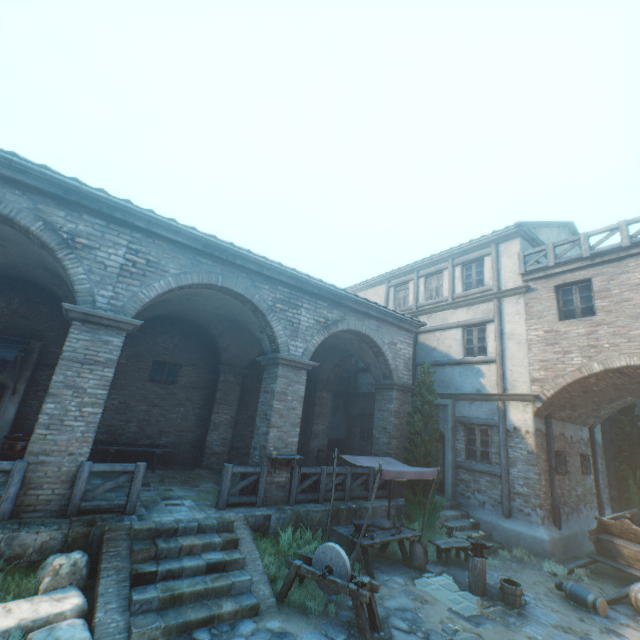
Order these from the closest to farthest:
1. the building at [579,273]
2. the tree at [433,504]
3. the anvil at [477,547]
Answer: the anvil at [477,547] < the building at [579,273] < the tree at [433,504]

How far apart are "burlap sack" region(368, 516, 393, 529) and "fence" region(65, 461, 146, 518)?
5.72m

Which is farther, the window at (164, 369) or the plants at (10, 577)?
the window at (164, 369)

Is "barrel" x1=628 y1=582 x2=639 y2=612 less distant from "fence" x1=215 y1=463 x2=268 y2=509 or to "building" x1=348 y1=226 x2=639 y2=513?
"building" x1=348 y1=226 x2=639 y2=513

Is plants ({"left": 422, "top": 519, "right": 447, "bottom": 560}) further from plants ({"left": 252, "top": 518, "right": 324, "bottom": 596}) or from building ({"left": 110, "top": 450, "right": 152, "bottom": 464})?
building ({"left": 110, "top": 450, "right": 152, "bottom": 464})

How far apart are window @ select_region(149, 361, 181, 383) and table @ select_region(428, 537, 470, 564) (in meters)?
10.14

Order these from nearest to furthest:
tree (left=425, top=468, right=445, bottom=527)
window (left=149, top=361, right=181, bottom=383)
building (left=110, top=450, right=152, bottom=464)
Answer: tree (left=425, top=468, right=445, bottom=527), building (left=110, top=450, right=152, bottom=464), window (left=149, top=361, right=181, bottom=383)

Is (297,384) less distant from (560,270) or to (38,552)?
(38,552)
